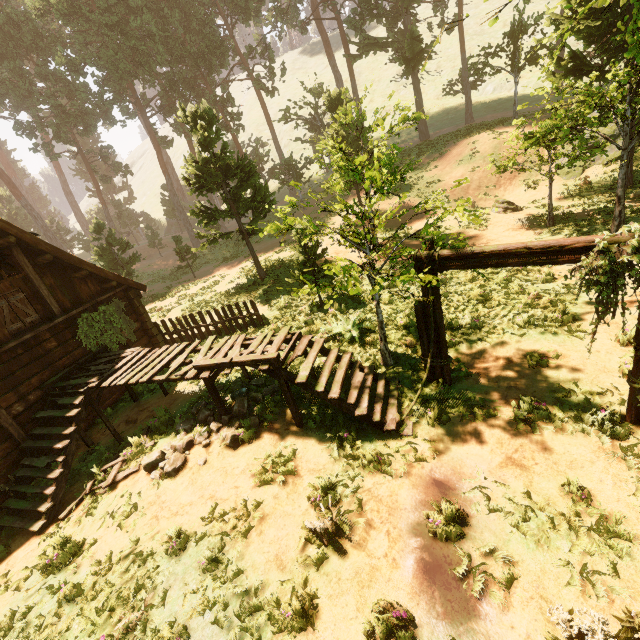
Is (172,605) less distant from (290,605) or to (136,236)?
(290,605)

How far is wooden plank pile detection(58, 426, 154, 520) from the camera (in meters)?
7.74

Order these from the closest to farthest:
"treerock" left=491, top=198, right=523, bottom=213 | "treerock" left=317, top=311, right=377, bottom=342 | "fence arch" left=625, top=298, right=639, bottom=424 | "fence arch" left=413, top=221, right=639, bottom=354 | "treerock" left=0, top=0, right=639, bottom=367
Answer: "fence arch" left=413, top=221, right=639, bottom=354
"fence arch" left=625, top=298, right=639, bottom=424
"treerock" left=0, top=0, right=639, bottom=367
"treerock" left=317, top=311, right=377, bottom=342
"treerock" left=491, top=198, right=523, bottom=213

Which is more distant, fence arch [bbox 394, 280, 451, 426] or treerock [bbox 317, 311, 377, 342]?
treerock [bbox 317, 311, 377, 342]

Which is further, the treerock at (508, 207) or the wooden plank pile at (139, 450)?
the treerock at (508, 207)

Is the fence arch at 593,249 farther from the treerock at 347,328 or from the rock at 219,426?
the rock at 219,426
